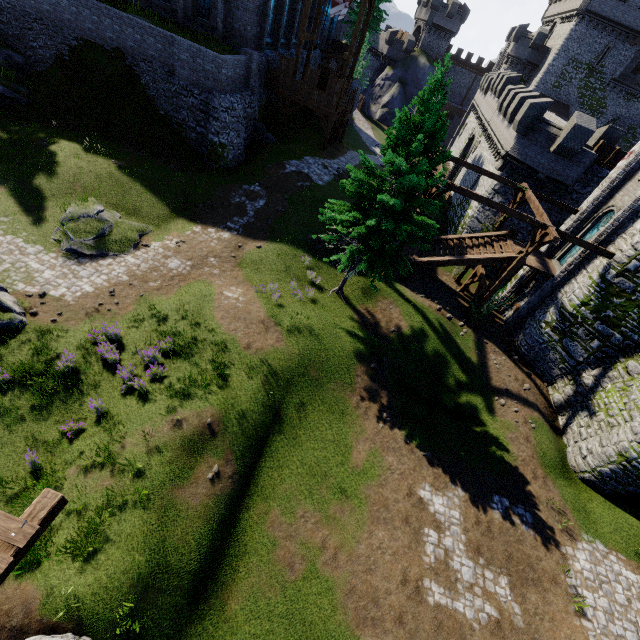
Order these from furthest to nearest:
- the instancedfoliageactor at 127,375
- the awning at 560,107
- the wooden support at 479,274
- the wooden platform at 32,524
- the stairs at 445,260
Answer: the awning at 560,107, the wooden support at 479,274, the stairs at 445,260, the instancedfoliageactor at 127,375, the wooden platform at 32,524

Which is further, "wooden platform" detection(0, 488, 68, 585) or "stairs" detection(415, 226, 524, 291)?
"stairs" detection(415, 226, 524, 291)

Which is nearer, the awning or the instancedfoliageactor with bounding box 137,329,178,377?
the instancedfoliageactor with bounding box 137,329,178,377

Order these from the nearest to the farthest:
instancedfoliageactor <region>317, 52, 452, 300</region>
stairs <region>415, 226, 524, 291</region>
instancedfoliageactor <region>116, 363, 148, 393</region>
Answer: instancedfoliageactor <region>116, 363, 148, 393</region> → instancedfoliageactor <region>317, 52, 452, 300</region> → stairs <region>415, 226, 524, 291</region>

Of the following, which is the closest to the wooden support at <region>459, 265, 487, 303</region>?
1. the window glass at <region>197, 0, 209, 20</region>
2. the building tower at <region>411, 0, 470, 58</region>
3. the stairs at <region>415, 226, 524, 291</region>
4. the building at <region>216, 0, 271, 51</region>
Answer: the stairs at <region>415, 226, 524, 291</region>

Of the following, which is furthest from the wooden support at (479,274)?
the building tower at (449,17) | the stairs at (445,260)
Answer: the building tower at (449,17)

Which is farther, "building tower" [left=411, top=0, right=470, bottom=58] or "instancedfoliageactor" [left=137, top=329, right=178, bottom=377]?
"building tower" [left=411, top=0, right=470, bottom=58]

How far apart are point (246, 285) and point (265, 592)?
13.0 meters
